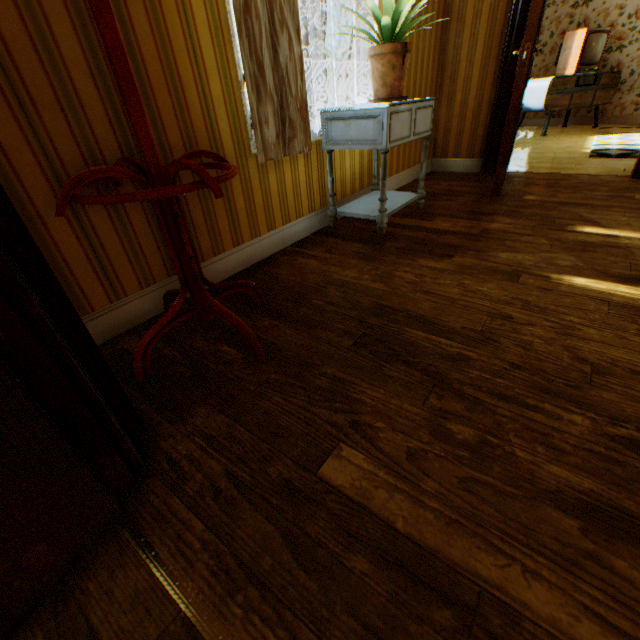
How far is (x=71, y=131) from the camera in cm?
128

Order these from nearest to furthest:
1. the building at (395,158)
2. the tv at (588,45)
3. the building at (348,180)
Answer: the building at (348,180)
the building at (395,158)
the tv at (588,45)

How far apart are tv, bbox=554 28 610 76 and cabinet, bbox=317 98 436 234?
6.0m

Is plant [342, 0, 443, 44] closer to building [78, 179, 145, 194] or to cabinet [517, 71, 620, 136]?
building [78, 179, 145, 194]

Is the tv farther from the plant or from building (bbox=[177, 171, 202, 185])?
the plant

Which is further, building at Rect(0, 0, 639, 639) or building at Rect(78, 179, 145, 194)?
building at Rect(78, 179, 145, 194)

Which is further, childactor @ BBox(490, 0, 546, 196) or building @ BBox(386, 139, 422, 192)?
building @ BBox(386, 139, 422, 192)

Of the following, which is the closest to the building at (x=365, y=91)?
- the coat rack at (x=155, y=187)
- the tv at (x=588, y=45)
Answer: the coat rack at (x=155, y=187)
